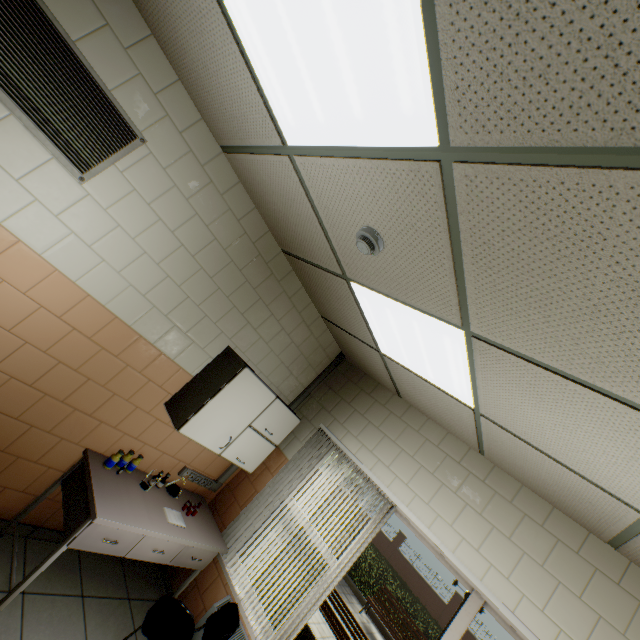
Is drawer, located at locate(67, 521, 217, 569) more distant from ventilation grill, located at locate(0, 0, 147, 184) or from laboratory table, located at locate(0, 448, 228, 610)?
ventilation grill, located at locate(0, 0, 147, 184)

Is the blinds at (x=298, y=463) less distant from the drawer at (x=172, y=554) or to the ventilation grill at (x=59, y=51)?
the drawer at (x=172, y=554)

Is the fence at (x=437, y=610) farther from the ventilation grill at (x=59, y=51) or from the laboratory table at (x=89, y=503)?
the ventilation grill at (x=59, y=51)

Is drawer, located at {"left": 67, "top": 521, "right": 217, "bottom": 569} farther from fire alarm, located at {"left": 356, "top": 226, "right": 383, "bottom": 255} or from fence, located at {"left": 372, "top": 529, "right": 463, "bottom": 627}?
fence, located at {"left": 372, "top": 529, "right": 463, "bottom": 627}

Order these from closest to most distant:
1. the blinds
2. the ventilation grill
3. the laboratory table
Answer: the ventilation grill
the laboratory table
the blinds

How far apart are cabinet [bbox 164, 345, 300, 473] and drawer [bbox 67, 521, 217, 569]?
0.75m

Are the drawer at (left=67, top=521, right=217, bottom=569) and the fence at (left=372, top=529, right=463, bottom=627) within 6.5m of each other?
no

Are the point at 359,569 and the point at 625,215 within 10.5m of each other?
no
